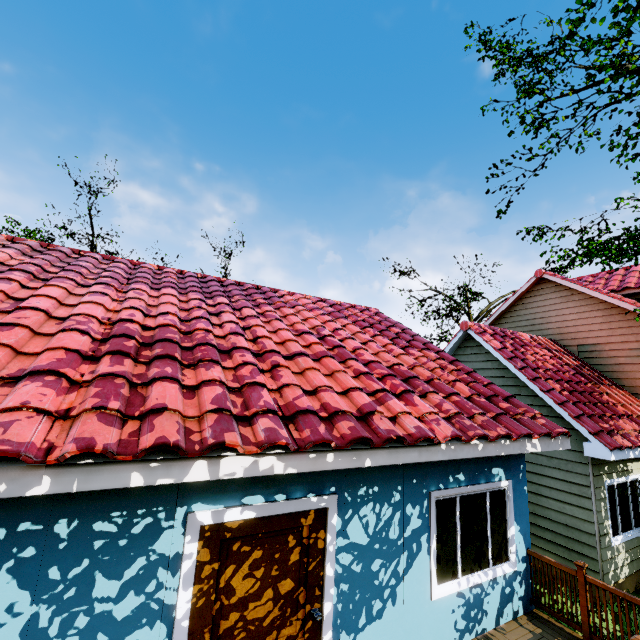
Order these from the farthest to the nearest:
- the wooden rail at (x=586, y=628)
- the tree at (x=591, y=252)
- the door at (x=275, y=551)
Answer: the tree at (x=591, y=252)
the wooden rail at (x=586, y=628)
the door at (x=275, y=551)

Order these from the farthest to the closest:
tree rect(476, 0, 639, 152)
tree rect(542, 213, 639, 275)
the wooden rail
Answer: tree rect(542, 213, 639, 275), tree rect(476, 0, 639, 152), the wooden rail

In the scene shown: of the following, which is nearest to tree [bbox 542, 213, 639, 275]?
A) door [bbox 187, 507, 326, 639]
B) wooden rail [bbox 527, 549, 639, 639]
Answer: wooden rail [bbox 527, 549, 639, 639]

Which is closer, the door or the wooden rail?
the door

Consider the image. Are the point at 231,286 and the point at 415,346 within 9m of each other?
yes

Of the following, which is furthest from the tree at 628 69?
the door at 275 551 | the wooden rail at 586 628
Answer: the door at 275 551

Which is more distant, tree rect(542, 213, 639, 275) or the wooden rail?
tree rect(542, 213, 639, 275)

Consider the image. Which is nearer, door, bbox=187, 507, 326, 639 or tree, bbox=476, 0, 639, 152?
door, bbox=187, 507, 326, 639
